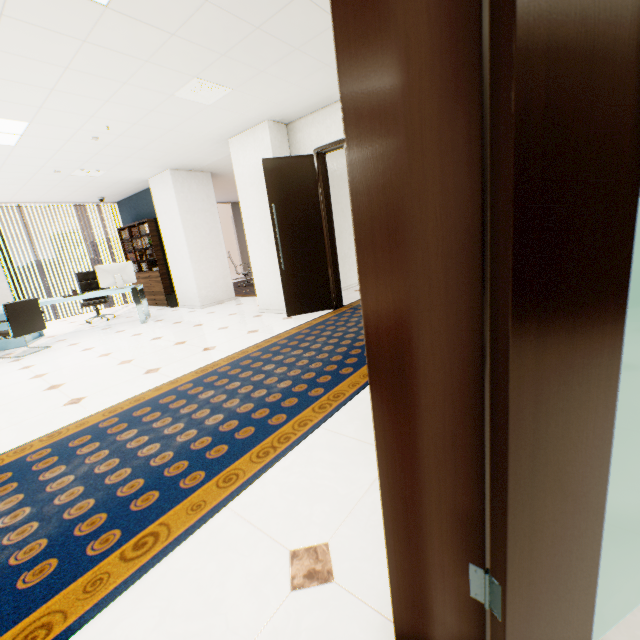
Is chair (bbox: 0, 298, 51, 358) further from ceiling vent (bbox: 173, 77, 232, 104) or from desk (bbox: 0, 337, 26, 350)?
ceiling vent (bbox: 173, 77, 232, 104)

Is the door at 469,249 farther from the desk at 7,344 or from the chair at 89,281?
the chair at 89,281

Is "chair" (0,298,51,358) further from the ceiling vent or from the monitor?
the ceiling vent

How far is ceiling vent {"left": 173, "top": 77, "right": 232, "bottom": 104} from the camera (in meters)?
3.49

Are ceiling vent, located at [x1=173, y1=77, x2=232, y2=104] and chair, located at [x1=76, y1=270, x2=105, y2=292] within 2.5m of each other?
no

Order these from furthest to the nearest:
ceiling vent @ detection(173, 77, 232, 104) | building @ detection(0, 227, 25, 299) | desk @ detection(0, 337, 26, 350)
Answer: building @ detection(0, 227, 25, 299), desk @ detection(0, 337, 26, 350), ceiling vent @ detection(173, 77, 232, 104)

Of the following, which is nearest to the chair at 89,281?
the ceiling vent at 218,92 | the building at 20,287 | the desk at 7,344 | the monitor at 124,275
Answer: the desk at 7,344

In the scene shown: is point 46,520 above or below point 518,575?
below
